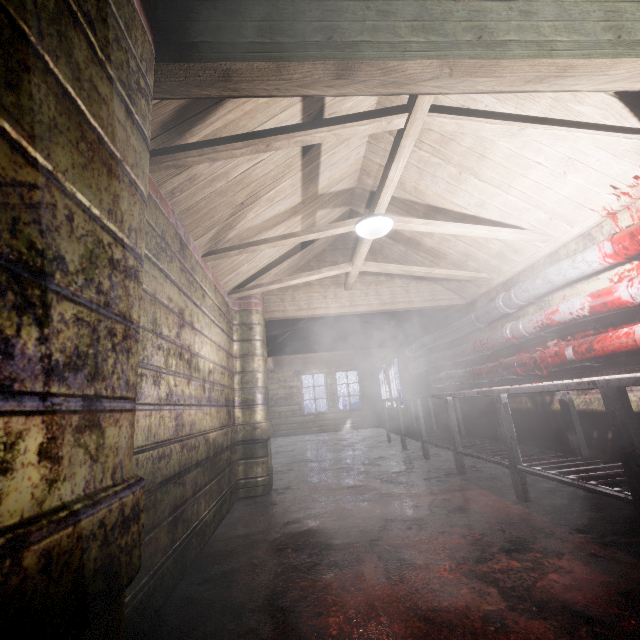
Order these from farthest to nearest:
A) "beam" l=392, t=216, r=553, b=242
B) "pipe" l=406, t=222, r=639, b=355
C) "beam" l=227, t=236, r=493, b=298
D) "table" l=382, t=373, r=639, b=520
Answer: "beam" l=227, t=236, r=493, b=298 < "beam" l=392, t=216, r=553, b=242 < "pipe" l=406, t=222, r=639, b=355 < "table" l=382, t=373, r=639, b=520

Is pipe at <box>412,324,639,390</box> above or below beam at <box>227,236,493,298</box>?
below

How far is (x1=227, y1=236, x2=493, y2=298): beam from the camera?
3.5m

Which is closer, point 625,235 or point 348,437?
point 625,235

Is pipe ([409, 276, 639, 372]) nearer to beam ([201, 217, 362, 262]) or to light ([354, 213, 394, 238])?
beam ([201, 217, 362, 262])

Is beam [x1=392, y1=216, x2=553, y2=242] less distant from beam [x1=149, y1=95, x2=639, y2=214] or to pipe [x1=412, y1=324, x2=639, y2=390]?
beam [x1=149, y1=95, x2=639, y2=214]

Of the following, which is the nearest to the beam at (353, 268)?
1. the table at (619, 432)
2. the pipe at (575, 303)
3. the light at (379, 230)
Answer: the light at (379, 230)
